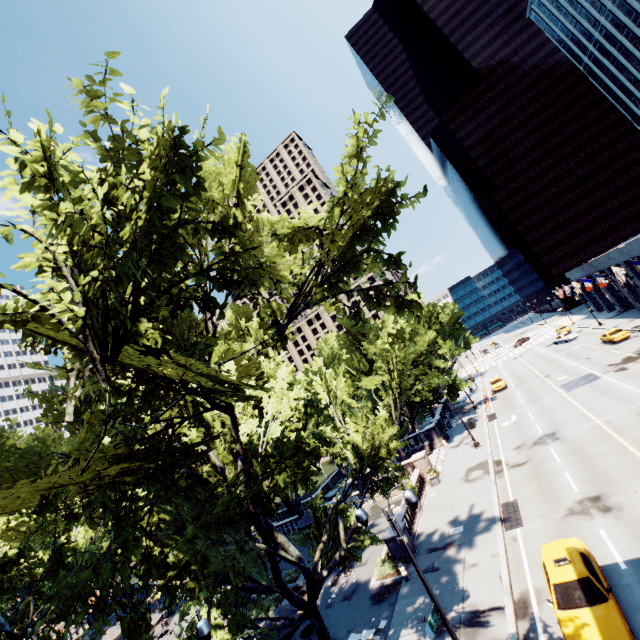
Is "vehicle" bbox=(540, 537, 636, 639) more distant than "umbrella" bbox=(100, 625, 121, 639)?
No

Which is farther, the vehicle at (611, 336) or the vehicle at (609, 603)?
the vehicle at (611, 336)

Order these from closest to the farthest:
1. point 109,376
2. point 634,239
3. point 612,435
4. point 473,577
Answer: point 109,376, point 473,577, point 612,435, point 634,239

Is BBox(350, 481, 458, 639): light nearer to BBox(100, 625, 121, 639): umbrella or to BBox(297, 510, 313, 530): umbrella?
BBox(297, 510, 313, 530): umbrella

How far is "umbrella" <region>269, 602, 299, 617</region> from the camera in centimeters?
1620cm

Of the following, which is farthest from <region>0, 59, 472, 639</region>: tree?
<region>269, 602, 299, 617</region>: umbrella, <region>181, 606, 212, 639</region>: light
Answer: <region>269, 602, 299, 617</region>: umbrella

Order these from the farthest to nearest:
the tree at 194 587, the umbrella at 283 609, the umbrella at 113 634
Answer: the umbrella at 113 634 → the umbrella at 283 609 → the tree at 194 587

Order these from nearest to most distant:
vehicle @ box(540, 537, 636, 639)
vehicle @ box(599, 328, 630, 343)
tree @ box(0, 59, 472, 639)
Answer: tree @ box(0, 59, 472, 639)
vehicle @ box(540, 537, 636, 639)
vehicle @ box(599, 328, 630, 343)
